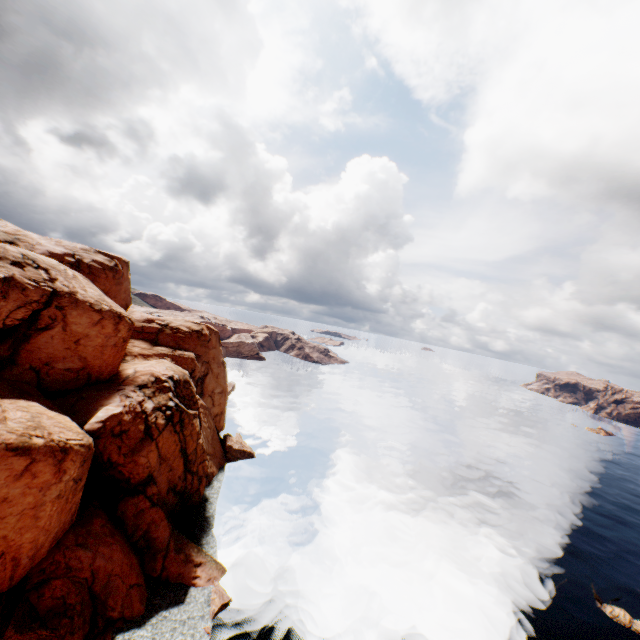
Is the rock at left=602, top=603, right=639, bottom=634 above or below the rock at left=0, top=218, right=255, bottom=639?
below

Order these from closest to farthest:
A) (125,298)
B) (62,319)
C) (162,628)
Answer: (162,628)
(62,319)
(125,298)

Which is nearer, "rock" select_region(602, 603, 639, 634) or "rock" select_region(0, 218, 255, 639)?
"rock" select_region(0, 218, 255, 639)

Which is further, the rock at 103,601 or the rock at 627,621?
the rock at 627,621

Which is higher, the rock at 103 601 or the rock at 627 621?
the rock at 103 601
